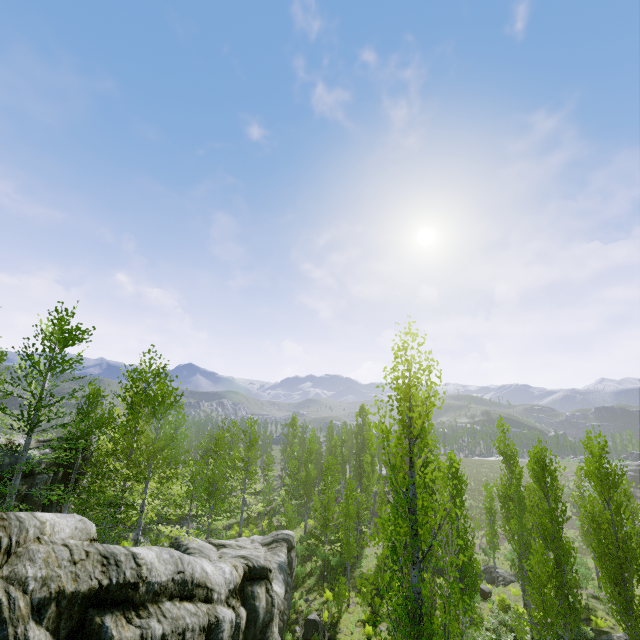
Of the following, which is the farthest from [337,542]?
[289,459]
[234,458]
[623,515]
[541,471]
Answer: [623,515]

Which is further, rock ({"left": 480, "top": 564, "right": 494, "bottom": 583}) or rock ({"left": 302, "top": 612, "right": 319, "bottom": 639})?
rock ({"left": 480, "top": 564, "right": 494, "bottom": 583})

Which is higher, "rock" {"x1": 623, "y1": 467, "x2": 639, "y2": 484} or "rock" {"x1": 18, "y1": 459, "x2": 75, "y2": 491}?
"rock" {"x1": 18, "y1": 459, "x2": 75, "y2": 491}

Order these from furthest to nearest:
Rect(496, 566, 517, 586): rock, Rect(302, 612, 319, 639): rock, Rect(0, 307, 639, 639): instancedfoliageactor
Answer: Rect(496, 566, 517, 586): rock < Rect(302, 612, 319, 639): rock < Rect(0, 307, 639, 639): instancedfoliageactor

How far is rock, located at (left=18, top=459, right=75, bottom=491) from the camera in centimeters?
1597cm

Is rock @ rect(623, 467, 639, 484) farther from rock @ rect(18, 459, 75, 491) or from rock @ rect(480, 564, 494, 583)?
rock @ rect(18, 459, 75, 491)

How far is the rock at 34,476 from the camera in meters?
16.0

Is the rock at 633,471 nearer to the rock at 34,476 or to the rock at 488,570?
the rock at 488,570
